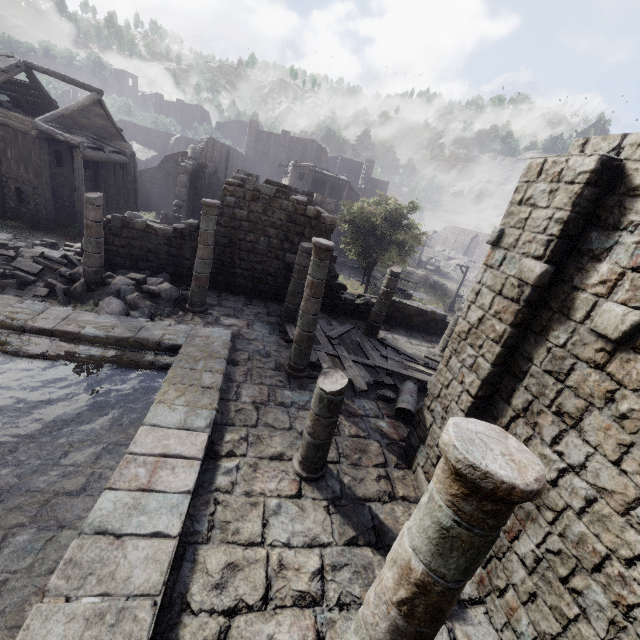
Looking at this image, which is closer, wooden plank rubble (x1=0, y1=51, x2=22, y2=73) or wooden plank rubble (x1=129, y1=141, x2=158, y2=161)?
wooden plank rubble (x1=0, y1=51, x2=22, y2=73)

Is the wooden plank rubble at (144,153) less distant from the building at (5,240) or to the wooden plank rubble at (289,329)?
the building at (5,240)

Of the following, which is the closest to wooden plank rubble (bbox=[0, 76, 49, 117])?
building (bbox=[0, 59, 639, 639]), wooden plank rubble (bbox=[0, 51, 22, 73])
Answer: building (bbox=[0, 59, 639, 639])

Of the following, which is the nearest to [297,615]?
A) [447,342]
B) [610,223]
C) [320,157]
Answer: [610,223]

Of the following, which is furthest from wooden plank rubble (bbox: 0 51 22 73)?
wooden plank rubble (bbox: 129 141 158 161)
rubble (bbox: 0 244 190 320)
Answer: wooden plank rubble (bbox: 129 141 158 161)

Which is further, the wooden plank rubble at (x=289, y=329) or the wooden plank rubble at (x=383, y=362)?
the wooden plank rubble at (x=289, y=329)

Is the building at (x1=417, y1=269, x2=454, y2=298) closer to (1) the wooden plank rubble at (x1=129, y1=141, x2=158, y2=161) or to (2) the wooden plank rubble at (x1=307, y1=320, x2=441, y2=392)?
(2) the wooden plank rubble at (x1=307, y1=320, x2=441, y2=392)

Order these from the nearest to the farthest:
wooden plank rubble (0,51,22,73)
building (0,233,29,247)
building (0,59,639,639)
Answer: building (0,59,639,639) < building (0,233,29,247) < wooden plank rubble (0,51,22,73)
